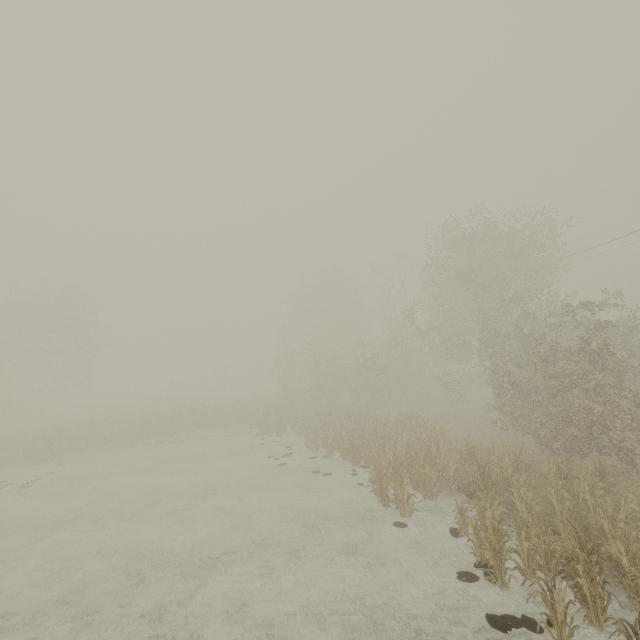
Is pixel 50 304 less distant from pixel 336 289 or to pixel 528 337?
pixel 336 289
